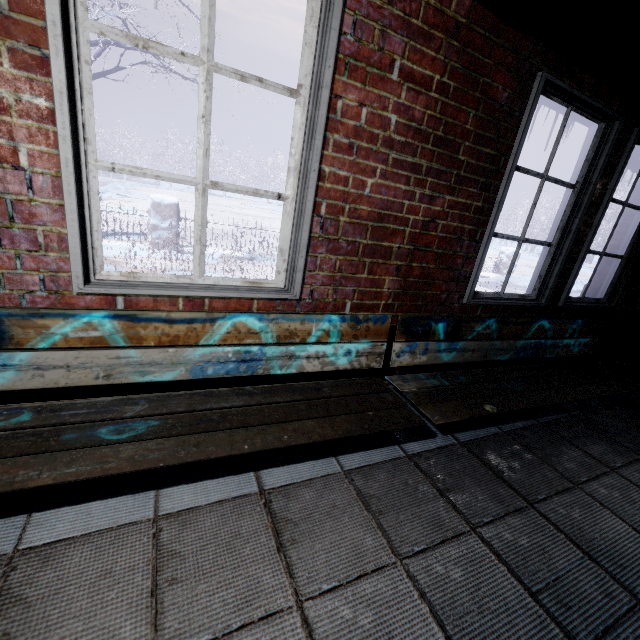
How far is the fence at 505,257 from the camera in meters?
9.6

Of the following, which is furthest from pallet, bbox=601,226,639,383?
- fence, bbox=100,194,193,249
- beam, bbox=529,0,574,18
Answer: fence, bbox=100,194,193,249

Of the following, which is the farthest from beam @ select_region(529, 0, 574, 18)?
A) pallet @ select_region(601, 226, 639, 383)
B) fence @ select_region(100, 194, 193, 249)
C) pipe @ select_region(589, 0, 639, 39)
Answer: fence @ select_region(100, 194, 193, 249)

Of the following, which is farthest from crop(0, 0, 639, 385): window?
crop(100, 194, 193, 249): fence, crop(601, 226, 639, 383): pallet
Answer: crop(100, 194, 193, 249): fence

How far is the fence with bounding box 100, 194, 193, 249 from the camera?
5.1m

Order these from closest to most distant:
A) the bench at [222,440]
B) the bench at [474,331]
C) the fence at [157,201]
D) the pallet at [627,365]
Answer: the bench at [222,440], the bench at [474,331], the pallet at [627,365], the fence at [157,201]

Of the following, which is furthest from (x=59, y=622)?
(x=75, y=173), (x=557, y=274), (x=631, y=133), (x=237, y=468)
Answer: (x=631, y=133)

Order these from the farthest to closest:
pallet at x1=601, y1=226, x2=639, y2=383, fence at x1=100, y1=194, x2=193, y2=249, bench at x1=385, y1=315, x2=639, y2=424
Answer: fence at x1=100, y1=194, x2=193, y2=249 → pallet at x1=601, y1=226, x2=639, y2=383 → bench at x1=385, y1=315, x2=639, y2=424
